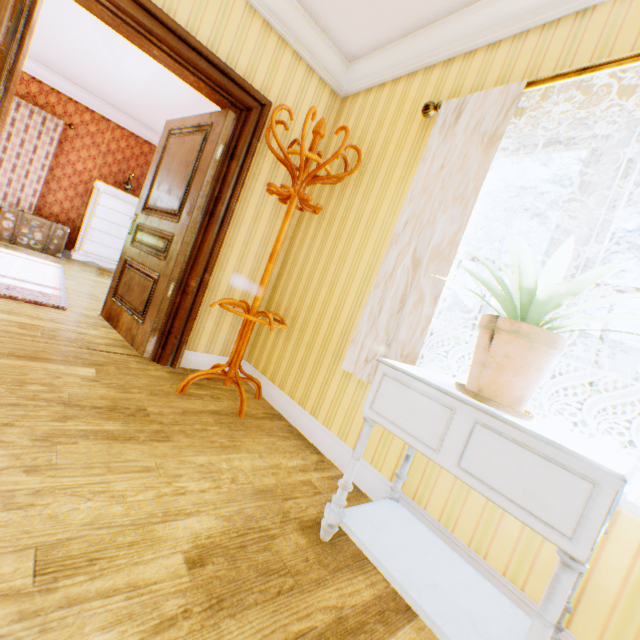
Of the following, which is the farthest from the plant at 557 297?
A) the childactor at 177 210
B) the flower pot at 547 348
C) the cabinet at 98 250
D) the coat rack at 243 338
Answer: the cabinet at 98 250

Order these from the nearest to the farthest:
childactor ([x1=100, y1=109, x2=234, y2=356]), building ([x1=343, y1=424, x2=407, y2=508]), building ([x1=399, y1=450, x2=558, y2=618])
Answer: building ([x1=399, y1=450, x2=558, y2=618])
building ([x1=343, y1=424, x2=407, y2=508])
childactor ([x1=100, y1=109, x2=234, y2=356])

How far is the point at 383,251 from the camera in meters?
2.3

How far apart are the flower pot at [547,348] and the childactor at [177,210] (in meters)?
2.48

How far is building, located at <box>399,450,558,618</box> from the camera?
1.3m

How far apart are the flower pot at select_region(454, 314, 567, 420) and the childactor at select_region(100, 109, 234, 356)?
2.5 meters

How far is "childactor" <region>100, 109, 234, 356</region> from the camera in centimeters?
277cm

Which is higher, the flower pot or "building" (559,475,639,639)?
the flower pot
